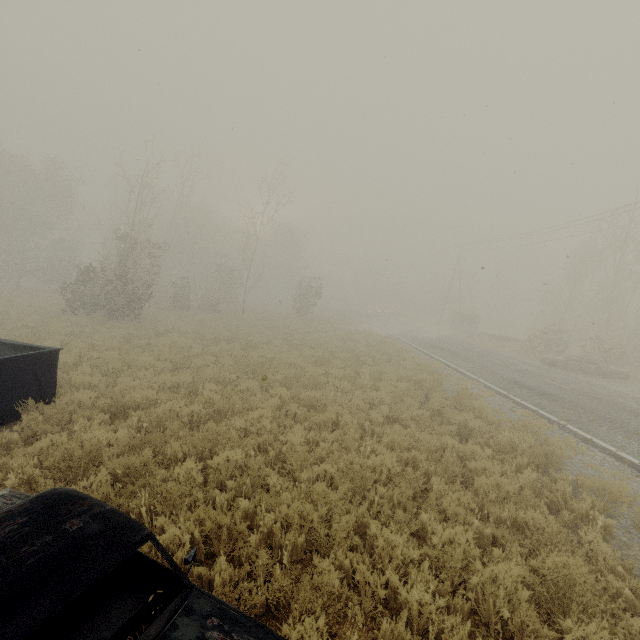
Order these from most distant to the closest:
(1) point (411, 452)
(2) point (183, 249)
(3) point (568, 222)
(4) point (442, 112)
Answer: (2) point (183, 249), (3) point (568, 222), (4) point (442, 112), (1) point (411, 452)

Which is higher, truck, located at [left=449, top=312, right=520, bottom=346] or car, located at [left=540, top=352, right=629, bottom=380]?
truck, located at [left=449, top=312, right=520, bottom=346]

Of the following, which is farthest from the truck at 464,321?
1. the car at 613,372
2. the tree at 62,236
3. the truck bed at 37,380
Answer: the truck bed at 37,380

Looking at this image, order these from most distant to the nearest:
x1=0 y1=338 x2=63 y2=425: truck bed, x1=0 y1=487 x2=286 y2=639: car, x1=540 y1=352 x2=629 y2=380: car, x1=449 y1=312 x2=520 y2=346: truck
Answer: x1=449 y1=312 x2=520 y2=346: truck
x1=540 y1=352 x2=629 y2=380: car
x1=0 y1=338 x2=63 y2=425: truck bed
x1=0 y1=487 x2=286 y2=639: car

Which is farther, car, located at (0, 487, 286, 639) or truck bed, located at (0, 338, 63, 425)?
truck bed, located at (0, 338, 63, 425)

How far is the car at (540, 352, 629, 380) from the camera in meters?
18.8 m

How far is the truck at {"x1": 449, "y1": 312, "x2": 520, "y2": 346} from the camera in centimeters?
3096cm

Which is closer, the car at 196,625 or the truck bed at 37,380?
the car at 196,625
